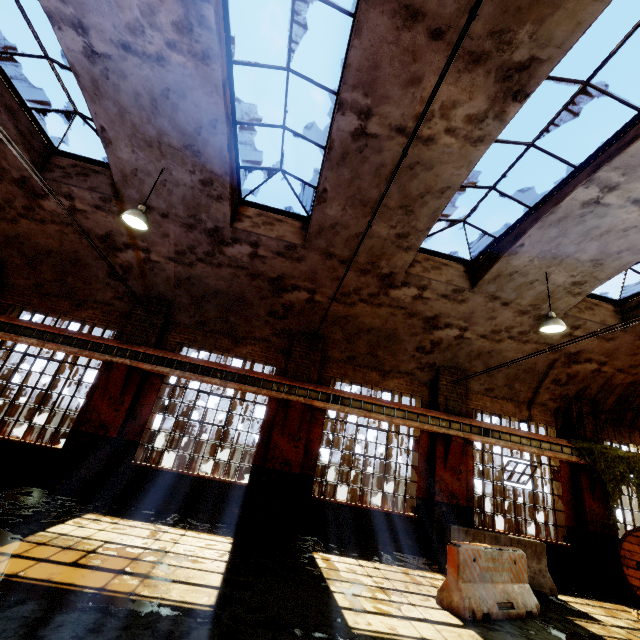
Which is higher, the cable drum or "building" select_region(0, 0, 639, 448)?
"building" select_region(0, 0, 639, 448)

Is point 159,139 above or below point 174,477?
above

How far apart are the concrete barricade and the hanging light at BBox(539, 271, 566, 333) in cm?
487

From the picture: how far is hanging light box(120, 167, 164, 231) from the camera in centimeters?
674cm

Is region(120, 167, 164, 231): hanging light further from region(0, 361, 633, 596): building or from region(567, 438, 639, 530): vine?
region(567, 438, 639, 530): vine

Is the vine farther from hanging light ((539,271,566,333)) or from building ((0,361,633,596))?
hanging light ((539,271,566,333))

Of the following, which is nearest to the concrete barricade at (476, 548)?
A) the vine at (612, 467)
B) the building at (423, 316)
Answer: the building at (423, 316)

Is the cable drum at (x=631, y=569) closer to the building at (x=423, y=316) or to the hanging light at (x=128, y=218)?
the building at (x=423, y=316)
